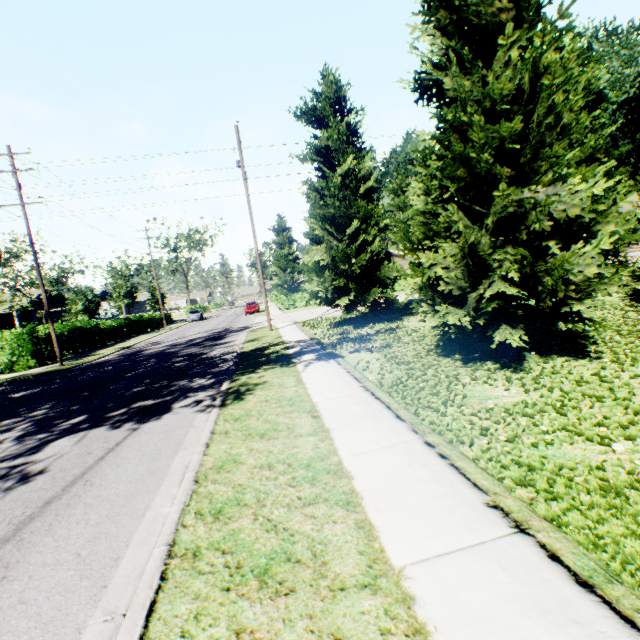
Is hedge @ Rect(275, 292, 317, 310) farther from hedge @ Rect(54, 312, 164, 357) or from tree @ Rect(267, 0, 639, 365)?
hedge @ Rect(54, 312, 164, 357)

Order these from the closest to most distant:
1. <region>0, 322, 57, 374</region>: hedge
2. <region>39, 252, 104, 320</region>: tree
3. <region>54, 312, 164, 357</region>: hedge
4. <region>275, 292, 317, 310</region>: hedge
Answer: <region>0, 322, 57, 374</region>: hedge
<region>54, 312, 164, 357</region>: hedge
<region>39, 252, 104, 320</region>: tree
<region>275, 292, 317, 310</region>: hedge

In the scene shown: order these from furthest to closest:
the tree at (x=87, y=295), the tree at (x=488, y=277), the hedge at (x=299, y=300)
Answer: the hedge at (x=299, y=300) → the tree at (x=87, y=295) → the tree at (x=488, y=277)

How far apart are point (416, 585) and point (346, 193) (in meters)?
14.55

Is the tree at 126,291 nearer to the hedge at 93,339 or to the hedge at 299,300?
the hedge at 93,339

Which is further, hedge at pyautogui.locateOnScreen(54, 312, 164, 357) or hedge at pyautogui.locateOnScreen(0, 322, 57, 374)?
hedge at pyautogui.locateOnScreen(54, 312, 164, 357)

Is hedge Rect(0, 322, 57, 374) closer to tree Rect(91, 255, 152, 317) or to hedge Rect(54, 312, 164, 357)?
hedge Rect(54, 312, 164, 357)

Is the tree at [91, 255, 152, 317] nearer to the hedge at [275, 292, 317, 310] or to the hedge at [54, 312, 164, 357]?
the hedge at [54, 312, 164, 357]
